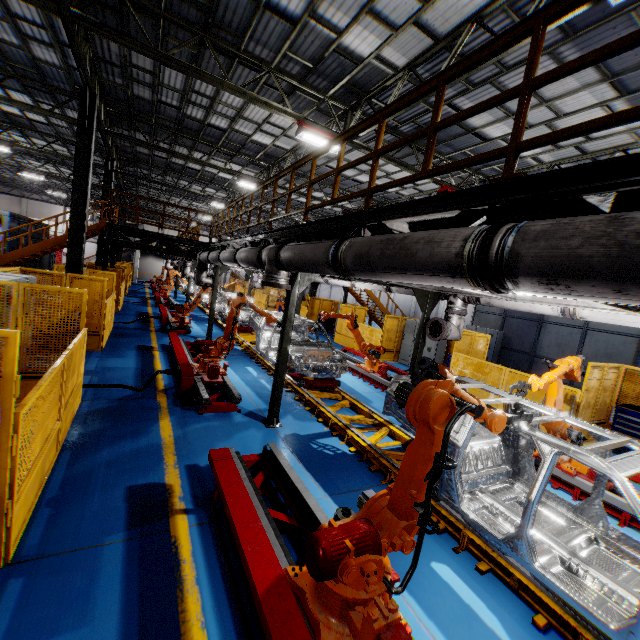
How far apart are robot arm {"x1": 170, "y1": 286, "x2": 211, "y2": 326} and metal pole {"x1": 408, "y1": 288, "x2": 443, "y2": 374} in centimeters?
958cm

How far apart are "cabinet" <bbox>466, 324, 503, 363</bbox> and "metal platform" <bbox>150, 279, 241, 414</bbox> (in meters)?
15.80

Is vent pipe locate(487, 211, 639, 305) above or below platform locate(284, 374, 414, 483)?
above

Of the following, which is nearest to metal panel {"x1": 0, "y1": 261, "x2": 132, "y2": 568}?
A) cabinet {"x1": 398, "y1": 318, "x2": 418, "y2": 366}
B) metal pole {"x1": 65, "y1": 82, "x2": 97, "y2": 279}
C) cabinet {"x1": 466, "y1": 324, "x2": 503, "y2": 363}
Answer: cabinet {"x1": 398, "y1": 318, "x2": 418, "y2": 366}

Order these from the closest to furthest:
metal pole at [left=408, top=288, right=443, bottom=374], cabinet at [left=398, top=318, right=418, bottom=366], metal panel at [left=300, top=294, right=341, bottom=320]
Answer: metal pole at [left=408, top=288, right=443, bottom=374]
cabinet at [left=398, top=318, right=418, bottom=366]
metal panel at [left=300, top=294, right=341, bottom=320]

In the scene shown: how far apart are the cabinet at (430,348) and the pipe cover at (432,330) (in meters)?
6.14

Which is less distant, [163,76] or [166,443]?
[166,443]

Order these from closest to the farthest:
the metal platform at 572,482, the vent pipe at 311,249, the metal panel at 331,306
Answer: the vent pipe at 311,249 < the metal platform at 572,482 < the metal panel at 331,306
